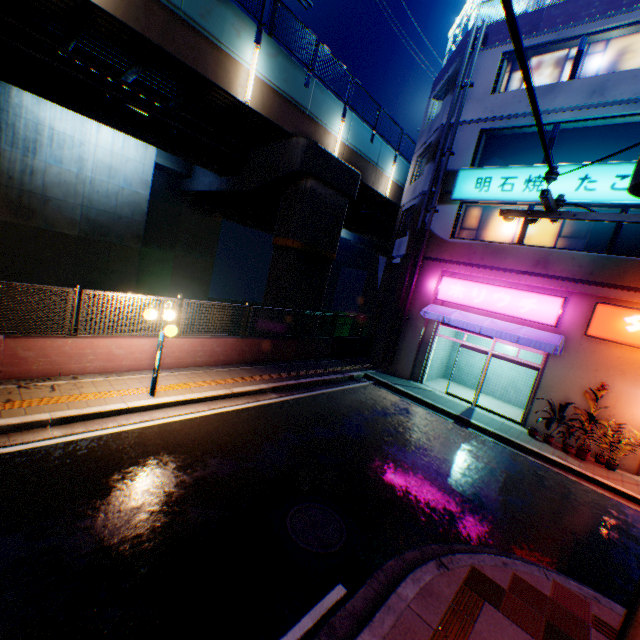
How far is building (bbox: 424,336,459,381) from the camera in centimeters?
1574cm

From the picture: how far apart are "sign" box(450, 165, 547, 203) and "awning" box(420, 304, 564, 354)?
4.5 meters

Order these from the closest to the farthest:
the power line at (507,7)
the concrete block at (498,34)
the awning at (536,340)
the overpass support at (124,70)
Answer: the power line at (507,7), the overpass support at (124,70), the awning at (536,340), the concrete block at (498,34)

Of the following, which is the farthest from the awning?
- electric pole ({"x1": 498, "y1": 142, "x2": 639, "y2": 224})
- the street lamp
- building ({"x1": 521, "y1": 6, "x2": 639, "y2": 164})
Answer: the street lamp

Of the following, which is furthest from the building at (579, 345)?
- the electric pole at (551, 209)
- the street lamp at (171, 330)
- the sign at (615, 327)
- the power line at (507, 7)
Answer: the street lamp at (171, 330)

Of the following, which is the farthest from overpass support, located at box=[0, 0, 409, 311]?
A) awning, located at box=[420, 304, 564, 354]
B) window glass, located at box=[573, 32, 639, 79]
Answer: window glass, located at box=[573, 32, 639, 79]

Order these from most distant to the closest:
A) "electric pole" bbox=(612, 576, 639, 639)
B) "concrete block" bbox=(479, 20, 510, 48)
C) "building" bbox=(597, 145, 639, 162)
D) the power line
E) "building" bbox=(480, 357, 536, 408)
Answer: "building" bbox=(480, 357, 536, 408) → "concrete block" bbox=(479, 20, 510, 48) → "building" bbox=(597, 145, 639, 162) → "electric pole" bbox=(612, 576, 639, 639) → the power line

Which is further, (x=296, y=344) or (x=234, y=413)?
(x=296, y=344)
